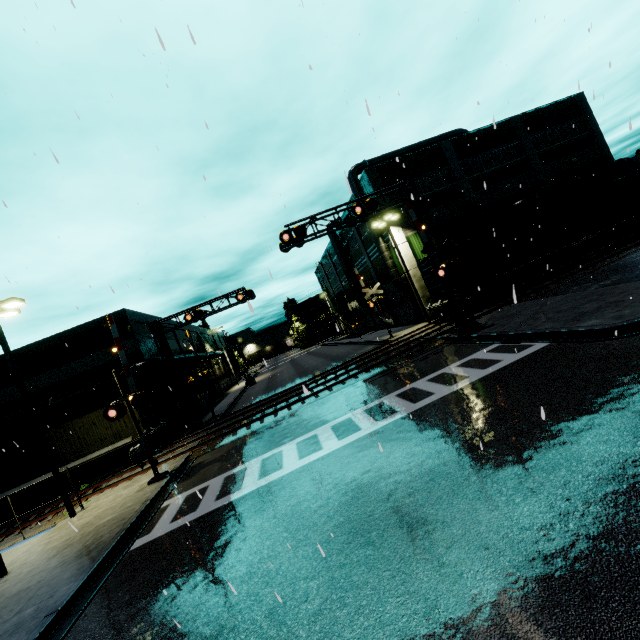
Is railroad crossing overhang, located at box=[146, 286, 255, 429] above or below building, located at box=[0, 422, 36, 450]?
above

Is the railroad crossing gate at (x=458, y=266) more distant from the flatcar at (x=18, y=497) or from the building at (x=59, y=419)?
the flatcar at (x=18, y=497)

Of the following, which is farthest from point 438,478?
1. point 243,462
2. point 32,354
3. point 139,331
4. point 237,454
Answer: point 32,354

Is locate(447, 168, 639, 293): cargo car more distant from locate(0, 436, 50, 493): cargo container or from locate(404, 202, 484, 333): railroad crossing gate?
locate(404, 202, 484, 333): railroad crossing gate

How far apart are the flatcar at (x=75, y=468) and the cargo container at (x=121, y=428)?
0.0 meters

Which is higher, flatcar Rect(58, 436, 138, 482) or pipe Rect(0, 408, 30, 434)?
pipe Rect(0, 408, 30, 434)

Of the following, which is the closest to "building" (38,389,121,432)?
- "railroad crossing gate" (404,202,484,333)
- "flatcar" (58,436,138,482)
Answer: "flatcar" (58,436,138,482)

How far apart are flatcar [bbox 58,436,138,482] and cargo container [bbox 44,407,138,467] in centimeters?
0cm
